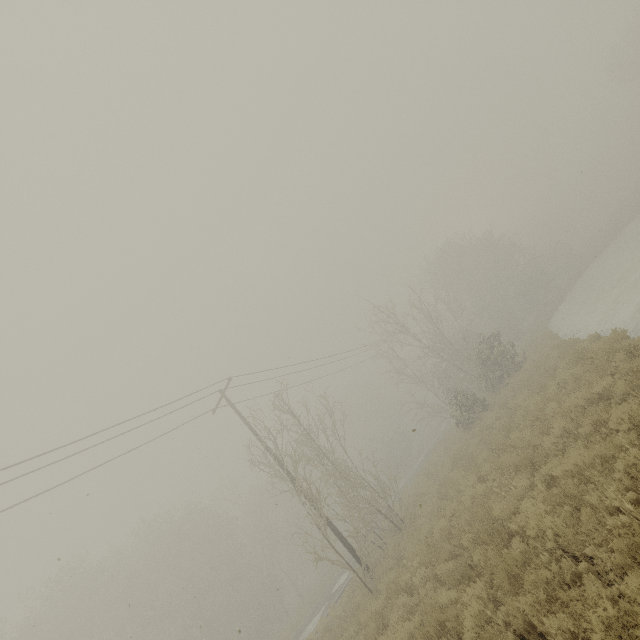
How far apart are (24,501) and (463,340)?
46.6 meters
